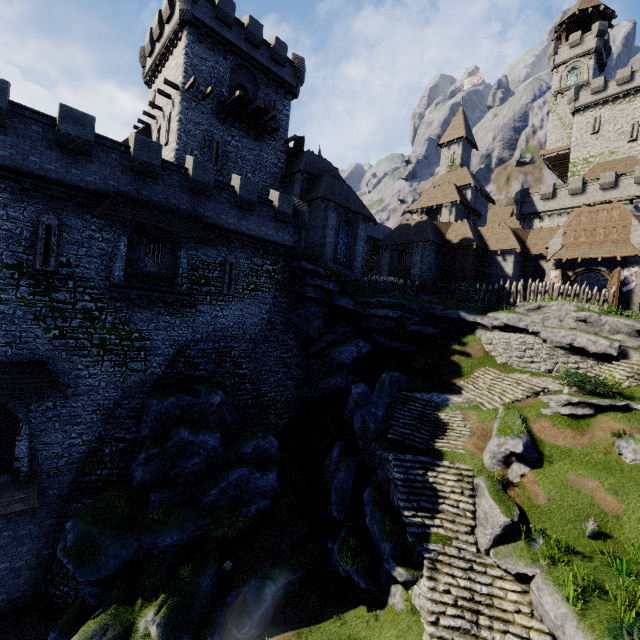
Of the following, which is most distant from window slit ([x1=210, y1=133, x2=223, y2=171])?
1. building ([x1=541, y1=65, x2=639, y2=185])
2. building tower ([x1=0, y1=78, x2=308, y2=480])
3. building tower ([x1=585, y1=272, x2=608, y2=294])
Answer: building ([x1=541, y1=65, x2=639, y2=185])

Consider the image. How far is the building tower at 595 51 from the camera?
46.3 meters

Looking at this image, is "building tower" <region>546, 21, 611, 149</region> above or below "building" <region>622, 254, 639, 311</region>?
above

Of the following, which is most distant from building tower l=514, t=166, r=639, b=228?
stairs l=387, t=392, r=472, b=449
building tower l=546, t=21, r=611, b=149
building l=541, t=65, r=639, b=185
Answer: stairs l=387, t=392, r=472, b=449

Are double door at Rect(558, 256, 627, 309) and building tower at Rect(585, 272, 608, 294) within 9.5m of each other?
no

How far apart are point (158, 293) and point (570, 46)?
67.91m

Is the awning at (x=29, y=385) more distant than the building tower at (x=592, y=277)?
No

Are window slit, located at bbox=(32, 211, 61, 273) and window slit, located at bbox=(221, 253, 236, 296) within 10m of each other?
yes
